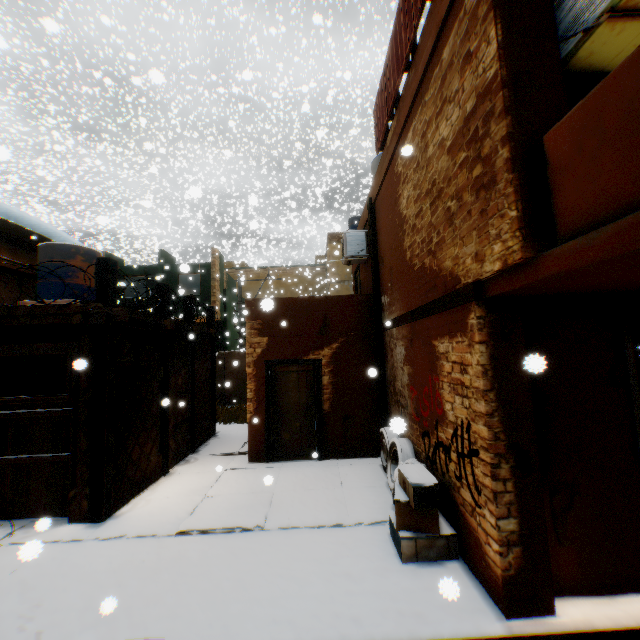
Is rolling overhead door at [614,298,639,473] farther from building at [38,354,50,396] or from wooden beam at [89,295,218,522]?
wooden beam at [89,295,218,522]

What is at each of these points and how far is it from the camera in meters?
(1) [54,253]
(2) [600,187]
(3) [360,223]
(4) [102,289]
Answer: (1) water tank, 9.7 m
(2) balcony, 2.1 m
(3) building, 11.2 m
(4) wooden beam, 5.7 m

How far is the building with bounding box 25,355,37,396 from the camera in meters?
11.1

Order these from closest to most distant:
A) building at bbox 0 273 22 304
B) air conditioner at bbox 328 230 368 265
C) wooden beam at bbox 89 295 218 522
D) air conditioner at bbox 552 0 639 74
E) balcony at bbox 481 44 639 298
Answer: balcony at bbox 481 44 639 298 → air conditioner at bbox 552 0 639 74 → wooden beam at bbox 89 295 218 522 → air conditioner at bbox 328 230 368 265 → building at bbox 0 273 22 304

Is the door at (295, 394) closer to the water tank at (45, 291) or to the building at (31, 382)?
the building at (31, 382)

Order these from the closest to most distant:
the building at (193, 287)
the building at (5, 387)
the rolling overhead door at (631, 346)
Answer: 1. the rolling overhead door at (631, 346)
2. the building at (5, 387)
3. the building at (193, 287)

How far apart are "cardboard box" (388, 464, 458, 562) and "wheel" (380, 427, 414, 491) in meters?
0.4 m

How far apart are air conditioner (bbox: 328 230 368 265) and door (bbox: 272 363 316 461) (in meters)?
2.38
